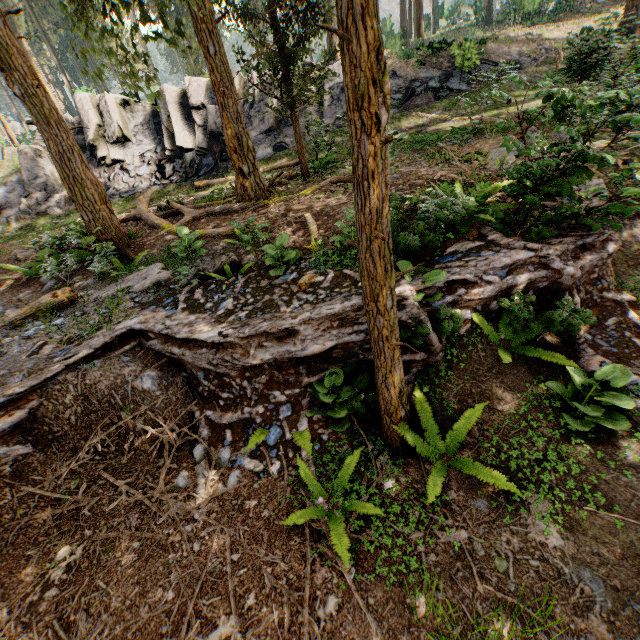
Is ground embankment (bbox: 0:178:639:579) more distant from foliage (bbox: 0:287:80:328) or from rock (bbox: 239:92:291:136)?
rock (bbox: 239:92:291:136)

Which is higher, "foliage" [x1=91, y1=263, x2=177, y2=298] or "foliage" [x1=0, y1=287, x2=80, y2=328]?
"foliage" [x1=0, y1=287, x2=80, y2=328]

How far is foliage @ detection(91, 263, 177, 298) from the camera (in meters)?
7.55

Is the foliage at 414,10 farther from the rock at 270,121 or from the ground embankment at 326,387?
the rock at 270,121

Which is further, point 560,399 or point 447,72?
point 447,72

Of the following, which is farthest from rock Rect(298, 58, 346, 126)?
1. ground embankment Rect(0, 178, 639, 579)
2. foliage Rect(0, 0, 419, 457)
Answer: ground embankment Rect(0, 178, 639, 579)
